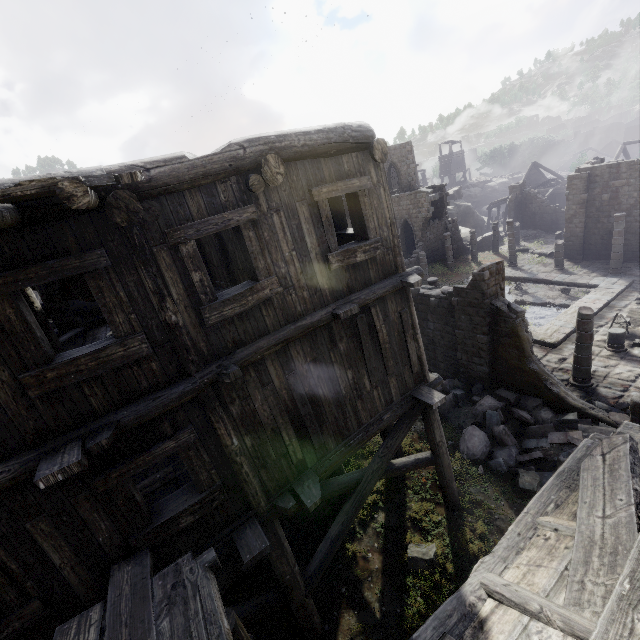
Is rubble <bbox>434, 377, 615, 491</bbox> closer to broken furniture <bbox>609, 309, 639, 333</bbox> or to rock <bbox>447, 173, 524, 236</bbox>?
broken furniture <bbox>609, 309, 639, 333</bbox>

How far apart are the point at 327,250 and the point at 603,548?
4.90m

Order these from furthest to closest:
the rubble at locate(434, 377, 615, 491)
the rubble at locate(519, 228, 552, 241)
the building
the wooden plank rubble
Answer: the rubble at locate(519, 228, 552, 241) → the rubble at locate(434, 377, 615, 491) → the building → the wooden plank rubble

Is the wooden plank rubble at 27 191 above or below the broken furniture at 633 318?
above

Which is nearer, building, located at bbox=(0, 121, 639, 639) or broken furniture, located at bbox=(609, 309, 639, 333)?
building, located at bbox=(0, 121, 639, 639)

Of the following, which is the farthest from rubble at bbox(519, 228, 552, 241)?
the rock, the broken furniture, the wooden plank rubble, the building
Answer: the wooden plank rubble

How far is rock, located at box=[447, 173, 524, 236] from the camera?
Result: 42.22m

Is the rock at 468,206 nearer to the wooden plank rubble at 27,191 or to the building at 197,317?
the building at 197,317
